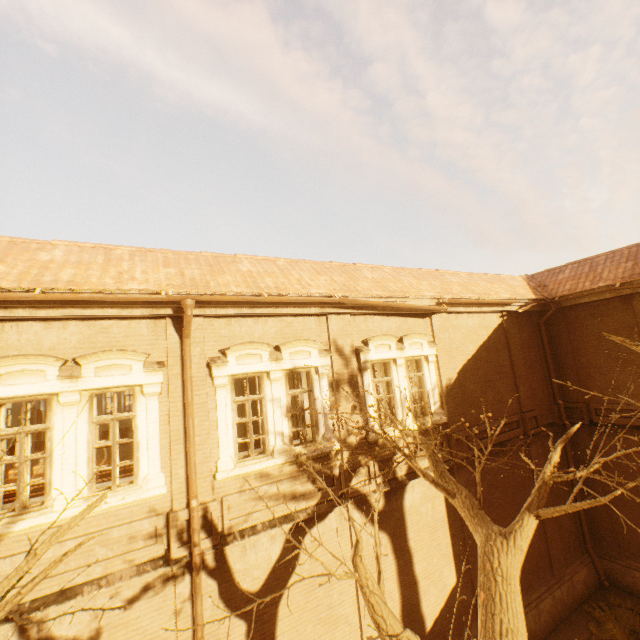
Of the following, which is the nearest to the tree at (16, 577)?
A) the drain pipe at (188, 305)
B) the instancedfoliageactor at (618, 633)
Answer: the drain pipe at (188, 305)

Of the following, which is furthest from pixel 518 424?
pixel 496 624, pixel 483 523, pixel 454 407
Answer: pixel 496 624

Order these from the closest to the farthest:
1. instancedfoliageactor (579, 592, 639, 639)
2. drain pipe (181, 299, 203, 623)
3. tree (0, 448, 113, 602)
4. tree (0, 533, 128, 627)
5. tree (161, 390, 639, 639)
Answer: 1. tree (0, 533, 128, 627)
2. tree (0, 448, 113, 602)
3. tree (161, 390, 639, 639)
4. drain pipe (181, 299, 203, 623)
5. instancedfoliageactor (579, 592, 639, 639)

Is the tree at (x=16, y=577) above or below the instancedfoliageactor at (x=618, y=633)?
above

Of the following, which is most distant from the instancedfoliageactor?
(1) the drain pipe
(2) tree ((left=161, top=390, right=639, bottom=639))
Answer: (1) the drain pipe

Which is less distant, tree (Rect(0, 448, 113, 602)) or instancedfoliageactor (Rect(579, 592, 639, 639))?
tree (Rect(0, 448, 113, 602))
